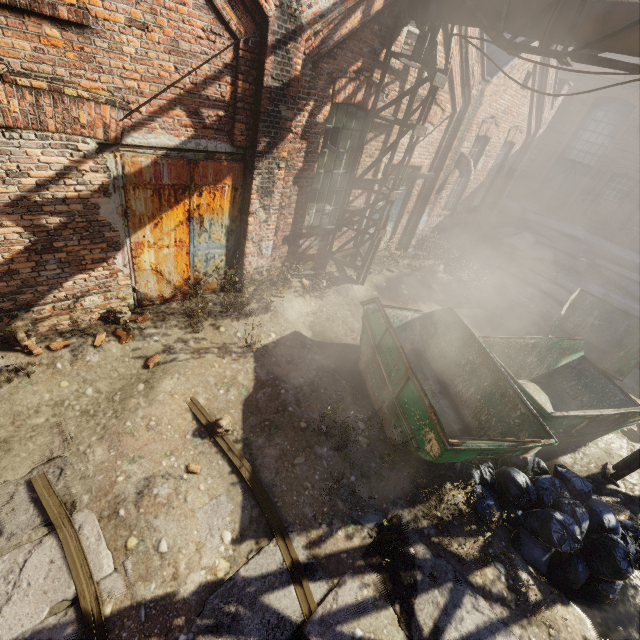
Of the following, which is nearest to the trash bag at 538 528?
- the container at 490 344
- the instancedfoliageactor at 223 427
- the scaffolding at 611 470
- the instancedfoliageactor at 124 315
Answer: the container at 490 344

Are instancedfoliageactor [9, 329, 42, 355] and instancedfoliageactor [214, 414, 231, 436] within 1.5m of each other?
no

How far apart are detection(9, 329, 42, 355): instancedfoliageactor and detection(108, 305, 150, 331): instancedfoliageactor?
0.98m

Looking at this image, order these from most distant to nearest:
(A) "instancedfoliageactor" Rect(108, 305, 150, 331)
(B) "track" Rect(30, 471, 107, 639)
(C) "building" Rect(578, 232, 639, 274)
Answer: (C) "building" Rect(578, 232, 639, 274) < (A) "instancedfoliageactor" Rect(108, 305, 150, 331) < (B) "track" Rect(30, 471, 107, 639)

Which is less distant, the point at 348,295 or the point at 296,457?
the point at 296,457

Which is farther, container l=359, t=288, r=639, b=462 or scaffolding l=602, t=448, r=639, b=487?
scaffolding l=602, t=448, r=639, b=487

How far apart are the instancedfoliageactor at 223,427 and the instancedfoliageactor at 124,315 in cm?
186

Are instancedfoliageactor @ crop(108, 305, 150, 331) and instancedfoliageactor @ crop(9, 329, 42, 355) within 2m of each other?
yes
